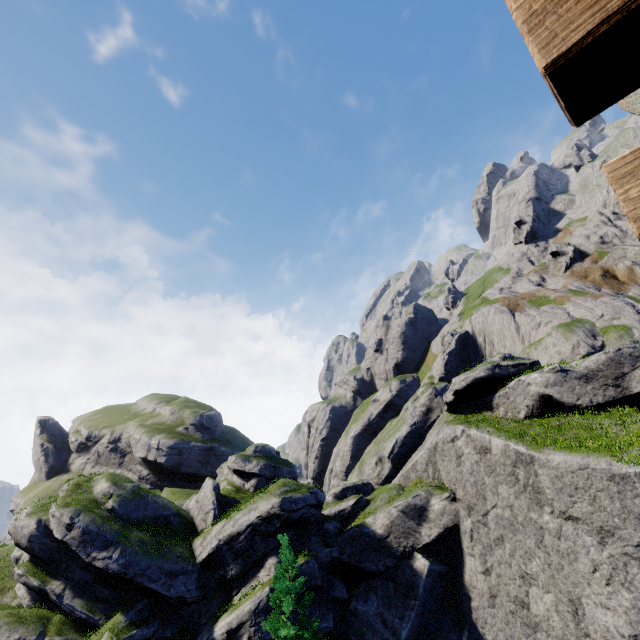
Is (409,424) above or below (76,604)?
above

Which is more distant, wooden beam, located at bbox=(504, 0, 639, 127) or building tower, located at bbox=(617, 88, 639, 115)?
building tower, located at bbox=(617, 88, 639, 115)

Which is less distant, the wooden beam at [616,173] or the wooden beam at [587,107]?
the wooden beam at [587,107]

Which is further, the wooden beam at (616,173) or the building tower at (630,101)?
the building tower at (630,101)

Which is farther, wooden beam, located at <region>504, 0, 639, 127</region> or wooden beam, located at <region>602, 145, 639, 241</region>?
wooden beam, located at <region>602, 145, 639, 241</region>

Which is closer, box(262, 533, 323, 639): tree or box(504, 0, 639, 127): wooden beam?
box(504, 0, 639, 127): wooden beam

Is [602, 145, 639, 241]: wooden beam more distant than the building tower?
No

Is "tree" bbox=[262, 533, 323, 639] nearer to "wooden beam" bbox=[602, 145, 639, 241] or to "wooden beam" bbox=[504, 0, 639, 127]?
"wooden beam" bbox=[602, 145, 639, 241]
